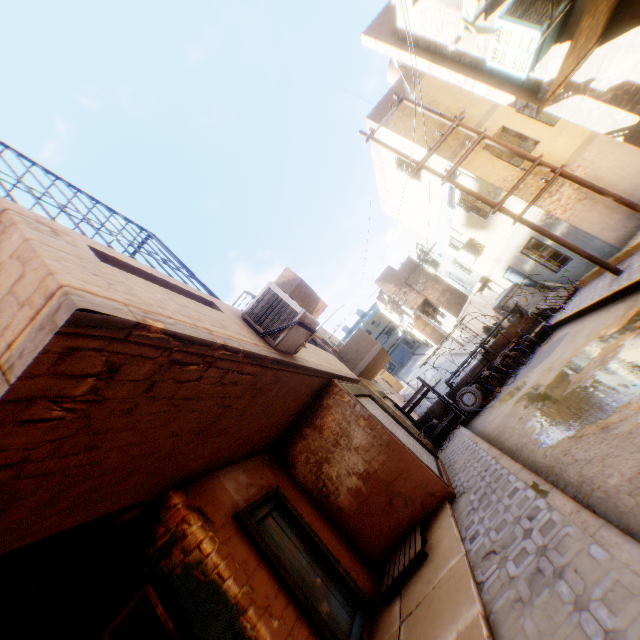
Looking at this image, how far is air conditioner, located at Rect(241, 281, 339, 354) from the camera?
4.7m

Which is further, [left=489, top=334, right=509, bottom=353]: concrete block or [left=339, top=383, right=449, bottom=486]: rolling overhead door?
[left=489, top=334, right=509, bottom=353]: concrete block

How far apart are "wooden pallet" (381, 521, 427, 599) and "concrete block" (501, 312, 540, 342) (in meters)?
8.69

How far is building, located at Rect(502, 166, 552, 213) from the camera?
10.52m

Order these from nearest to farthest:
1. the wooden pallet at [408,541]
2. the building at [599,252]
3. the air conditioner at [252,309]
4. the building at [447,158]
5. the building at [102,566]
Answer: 1. the building at [102,566]
2. the air conditioner at [252,309]
3. the wooden pallet at [408,541]
4. the building at [599,252]
5. the building at [447,158]

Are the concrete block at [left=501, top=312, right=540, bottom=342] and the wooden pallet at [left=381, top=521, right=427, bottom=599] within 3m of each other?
no

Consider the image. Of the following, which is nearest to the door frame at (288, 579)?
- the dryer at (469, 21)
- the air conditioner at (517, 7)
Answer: the air conditioner at (517, 7)

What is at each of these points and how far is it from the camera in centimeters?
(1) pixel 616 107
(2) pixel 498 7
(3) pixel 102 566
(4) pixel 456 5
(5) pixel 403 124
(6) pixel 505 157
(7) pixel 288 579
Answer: (1) building, 739cm
(2) building, 591cm
(3) building, 451cm
(4) shutter, 628cm
(5) building, 1244cm
(6) building, 1111cm
(7) door frame, 458cm
